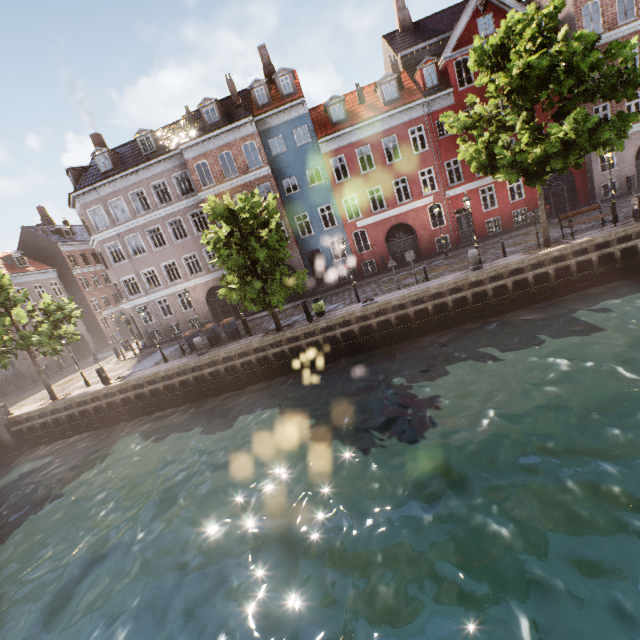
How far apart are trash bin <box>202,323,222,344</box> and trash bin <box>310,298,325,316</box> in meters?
6.7 m

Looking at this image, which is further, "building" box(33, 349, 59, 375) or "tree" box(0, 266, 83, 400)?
"building" box(33, 349, 59, 375)

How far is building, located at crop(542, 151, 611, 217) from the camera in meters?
23.0

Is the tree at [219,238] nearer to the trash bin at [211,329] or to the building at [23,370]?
the trash bin at [211,329]

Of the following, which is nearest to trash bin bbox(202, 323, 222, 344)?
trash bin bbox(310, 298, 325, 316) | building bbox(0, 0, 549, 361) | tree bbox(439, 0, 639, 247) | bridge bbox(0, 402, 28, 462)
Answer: tree bbox(439, 0, 639, 247)

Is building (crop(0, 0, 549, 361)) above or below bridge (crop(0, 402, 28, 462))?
above

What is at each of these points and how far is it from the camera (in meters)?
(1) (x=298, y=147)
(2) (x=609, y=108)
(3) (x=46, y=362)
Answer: (1) building, 24.20
(2) building, 21.97
(3) building, 33.84

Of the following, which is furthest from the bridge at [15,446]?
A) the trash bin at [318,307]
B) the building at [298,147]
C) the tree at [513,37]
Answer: the trash bin at [318,307]
